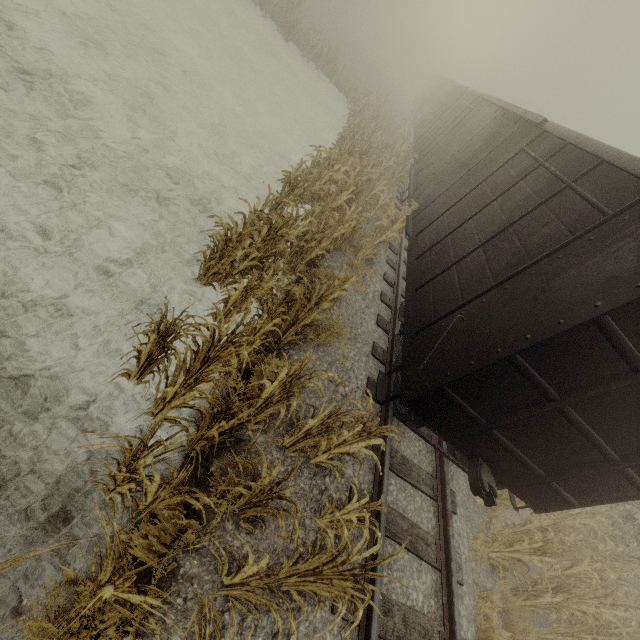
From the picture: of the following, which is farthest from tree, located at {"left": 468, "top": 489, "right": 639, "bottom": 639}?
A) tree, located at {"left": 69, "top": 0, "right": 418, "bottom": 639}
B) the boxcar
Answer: tree, located at {"left": 69, "top": 0, "right": 418, "bottom": 639}

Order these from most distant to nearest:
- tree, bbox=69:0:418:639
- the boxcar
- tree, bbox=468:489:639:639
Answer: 1. tree, bbox=468:489:639:639
2. the boxcar
3. tree, bbox=69:0:418:639

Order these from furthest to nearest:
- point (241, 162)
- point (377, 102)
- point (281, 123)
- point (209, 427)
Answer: point (377, 102)
point (281, 123)
point (241, 162)
point (209, 427)

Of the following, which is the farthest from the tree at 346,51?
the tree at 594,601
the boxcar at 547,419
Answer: the tree at 594,601

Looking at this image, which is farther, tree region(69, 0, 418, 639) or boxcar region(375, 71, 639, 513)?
boxcar region(375, 71, 639, 513)

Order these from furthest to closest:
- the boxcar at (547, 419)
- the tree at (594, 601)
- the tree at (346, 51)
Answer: the tree at (594, 601) < the boxcar at (547, 419) < the tree at (346, 51)

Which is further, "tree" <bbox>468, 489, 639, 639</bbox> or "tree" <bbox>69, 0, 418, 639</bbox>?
"tree" <bbox>468, 489, 639, 639</bbox>

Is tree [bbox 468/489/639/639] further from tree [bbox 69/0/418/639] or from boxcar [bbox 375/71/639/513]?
tree [bbox 69/0/418/639]
